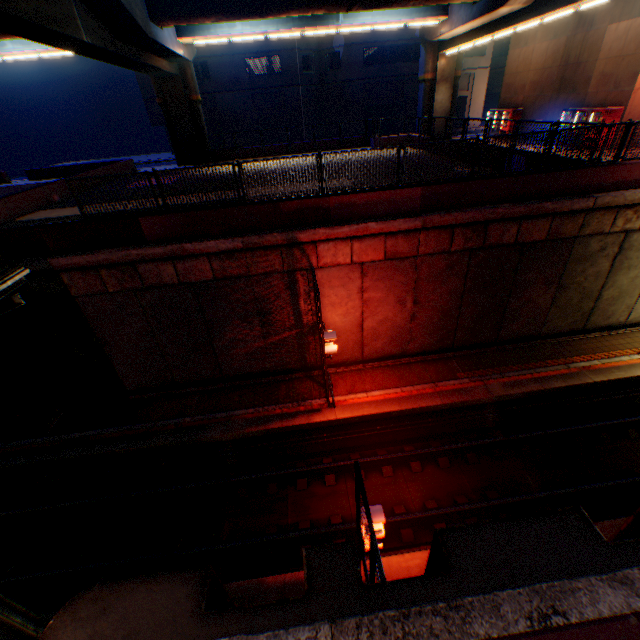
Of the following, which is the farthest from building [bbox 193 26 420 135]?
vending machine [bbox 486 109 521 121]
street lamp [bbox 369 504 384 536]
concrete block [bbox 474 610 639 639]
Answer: concrete block [bbox 474 610 639 639]

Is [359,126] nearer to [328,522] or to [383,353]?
[383,353]

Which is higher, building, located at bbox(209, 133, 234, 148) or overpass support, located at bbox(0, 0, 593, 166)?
overpass support, located at bbox(0, 0, 593, 166)

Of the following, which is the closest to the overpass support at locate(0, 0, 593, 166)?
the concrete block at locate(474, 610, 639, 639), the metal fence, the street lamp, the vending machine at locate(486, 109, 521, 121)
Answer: the metal fence

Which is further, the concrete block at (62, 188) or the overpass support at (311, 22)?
the concrete block at (62, 188)

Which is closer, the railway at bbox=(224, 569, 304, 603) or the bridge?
the railway at bbox=(224, 569, 304, 603)

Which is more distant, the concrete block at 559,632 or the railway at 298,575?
the railway at 298,575

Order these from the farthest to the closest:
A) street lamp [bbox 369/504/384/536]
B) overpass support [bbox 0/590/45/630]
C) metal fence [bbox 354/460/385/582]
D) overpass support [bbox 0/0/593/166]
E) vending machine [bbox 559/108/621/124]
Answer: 1. vending machine [bbox 559/108/621/124]
2. overpass support [bbox 0/0/593/166]
3. overpass support [bbox 0/590/45/630]
4. street lamp [bbox 369/504/384/536]
5. metal fence [bbox 354/460/385/582]
